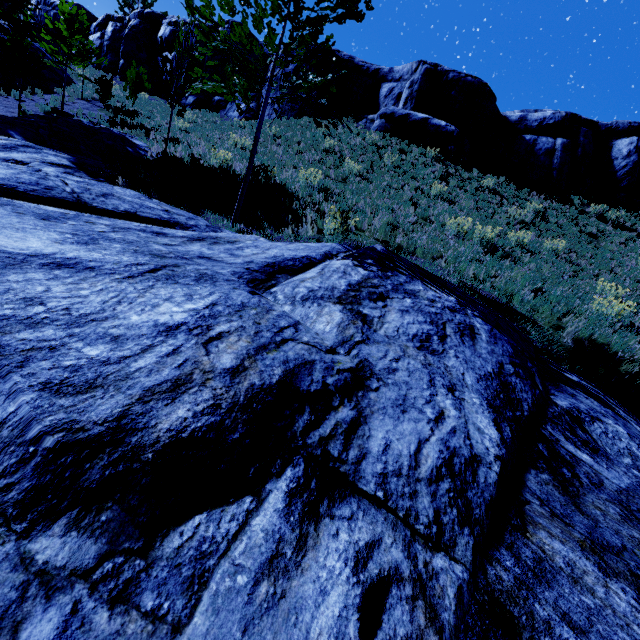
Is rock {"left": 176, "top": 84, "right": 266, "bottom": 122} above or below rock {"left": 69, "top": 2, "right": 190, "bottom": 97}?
below

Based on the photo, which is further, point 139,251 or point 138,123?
point 138,123

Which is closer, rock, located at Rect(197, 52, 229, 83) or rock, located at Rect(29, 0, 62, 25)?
rock, located at Rect(197, 52, 229, 83)

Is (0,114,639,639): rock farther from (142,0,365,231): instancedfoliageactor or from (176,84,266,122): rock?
(176,84,266,122): rock

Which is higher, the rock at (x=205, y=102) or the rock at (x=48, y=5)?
the rock at (x=48, y=5)

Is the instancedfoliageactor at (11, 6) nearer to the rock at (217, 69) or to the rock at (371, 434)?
the rock at (371, 434)

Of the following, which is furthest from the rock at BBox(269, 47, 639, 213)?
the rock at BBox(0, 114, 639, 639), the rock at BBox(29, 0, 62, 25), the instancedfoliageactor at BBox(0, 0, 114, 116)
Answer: the rock at BBox(0, 114, 639, 639)

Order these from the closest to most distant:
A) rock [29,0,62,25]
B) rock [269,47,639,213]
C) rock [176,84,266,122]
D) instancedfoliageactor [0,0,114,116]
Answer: instancedfoliageactor [0,0,114,116] < rock [269,47,639,213] < rock [176,84,266,122] < rock [29,0,62,25]
